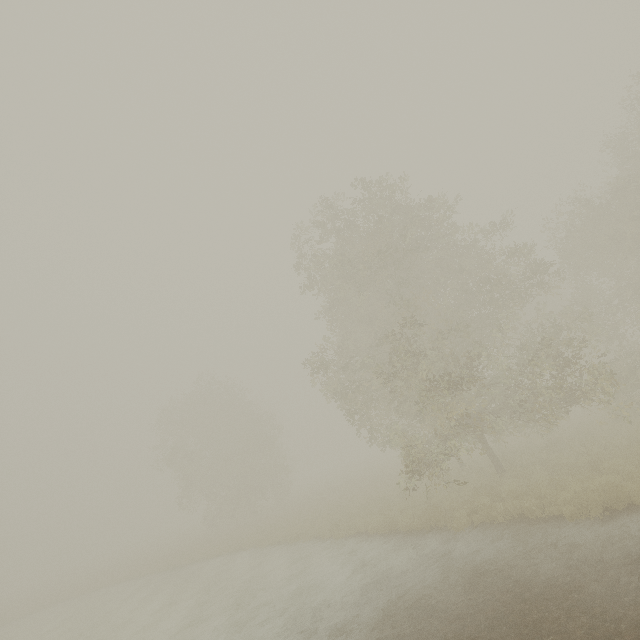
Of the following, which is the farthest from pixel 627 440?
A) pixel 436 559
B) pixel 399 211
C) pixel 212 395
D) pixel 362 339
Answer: pixel 212 395
